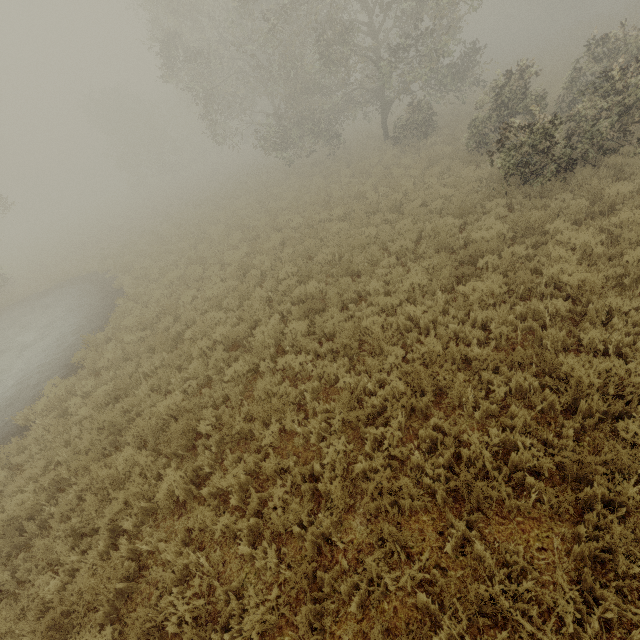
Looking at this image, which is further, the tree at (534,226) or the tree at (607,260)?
the tree at (534,226)

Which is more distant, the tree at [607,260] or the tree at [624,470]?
the tree at [607,260]

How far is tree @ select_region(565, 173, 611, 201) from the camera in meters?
8.4

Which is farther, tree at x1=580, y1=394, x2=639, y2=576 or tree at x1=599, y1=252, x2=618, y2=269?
tree at x1=599, y1=252, x2=618, y2=269

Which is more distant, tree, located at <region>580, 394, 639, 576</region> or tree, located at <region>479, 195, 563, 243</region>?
tree, located at <region>479, 195, 563, 243</region>

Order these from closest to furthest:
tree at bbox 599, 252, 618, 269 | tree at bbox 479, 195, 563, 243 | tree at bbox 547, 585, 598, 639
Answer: tree at bbox 547, 585, 598, 639, tree at bbox 599, 252, 618, 269, tree at bbox 479, 195, 563, 243

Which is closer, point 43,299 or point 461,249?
point 461,249
